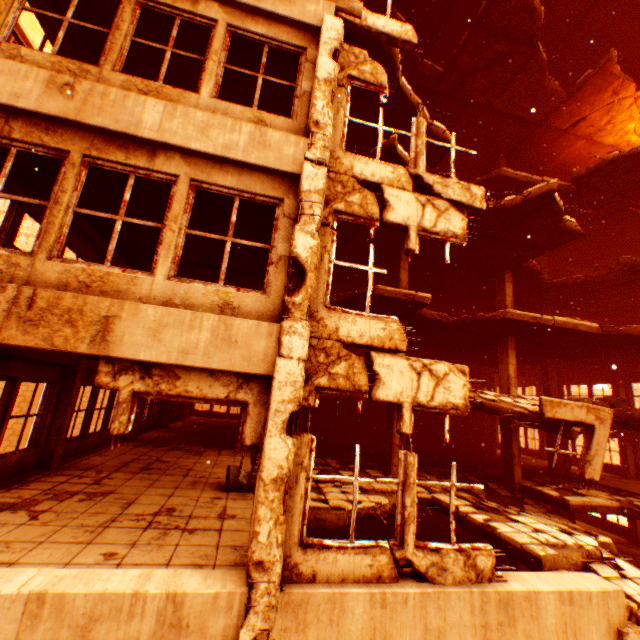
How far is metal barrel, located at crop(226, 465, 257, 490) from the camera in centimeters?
710cm

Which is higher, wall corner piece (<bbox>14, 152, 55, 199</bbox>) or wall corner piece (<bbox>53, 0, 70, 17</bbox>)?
wall corner piece (<bbox>53, 0, 70, 17</bbox>)

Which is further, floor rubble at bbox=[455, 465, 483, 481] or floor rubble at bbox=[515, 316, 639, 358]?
floor rubble at bbox=[455, 465, 483, 481]

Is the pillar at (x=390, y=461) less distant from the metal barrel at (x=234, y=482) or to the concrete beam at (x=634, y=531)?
the metal barrel at (x=234, y=482)

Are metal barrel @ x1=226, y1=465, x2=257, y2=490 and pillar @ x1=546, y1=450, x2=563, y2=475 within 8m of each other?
no

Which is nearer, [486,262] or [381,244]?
[381,244]

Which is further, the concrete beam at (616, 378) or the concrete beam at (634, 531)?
the concrete beam at (616, 378)
